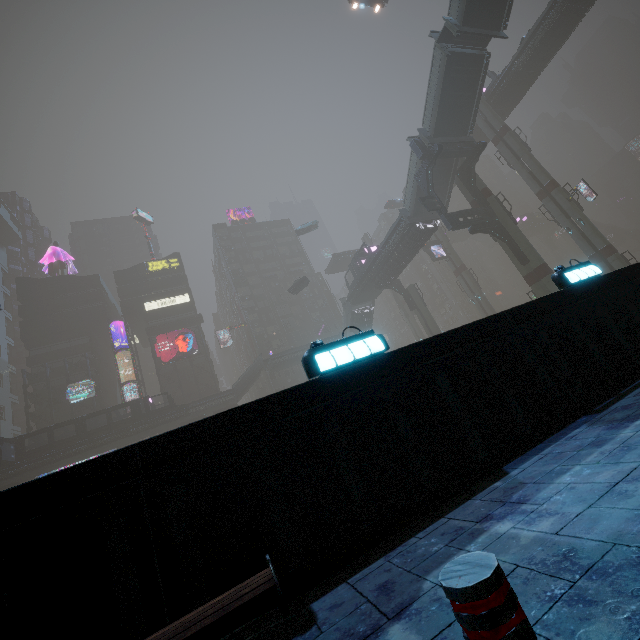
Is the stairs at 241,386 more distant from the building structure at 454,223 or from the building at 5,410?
the building structure at 454,223

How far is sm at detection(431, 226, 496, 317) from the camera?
46.2m

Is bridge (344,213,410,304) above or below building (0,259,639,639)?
above

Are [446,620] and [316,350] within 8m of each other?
Answer: yes

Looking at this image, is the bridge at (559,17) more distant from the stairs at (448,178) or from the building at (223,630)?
the building at (223,630)

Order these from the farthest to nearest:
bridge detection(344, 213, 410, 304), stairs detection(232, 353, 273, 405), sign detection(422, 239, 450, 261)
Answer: sign detection(422, 239, 450, 261) → stairs detection(232, 353, 273, 405) → bridge detection(344, 213, 410, 304)

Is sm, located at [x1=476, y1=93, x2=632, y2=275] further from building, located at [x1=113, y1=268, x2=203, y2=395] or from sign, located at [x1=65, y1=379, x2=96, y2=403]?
sign, located at [x1=65, y1=379, x2=96, y2=403]
